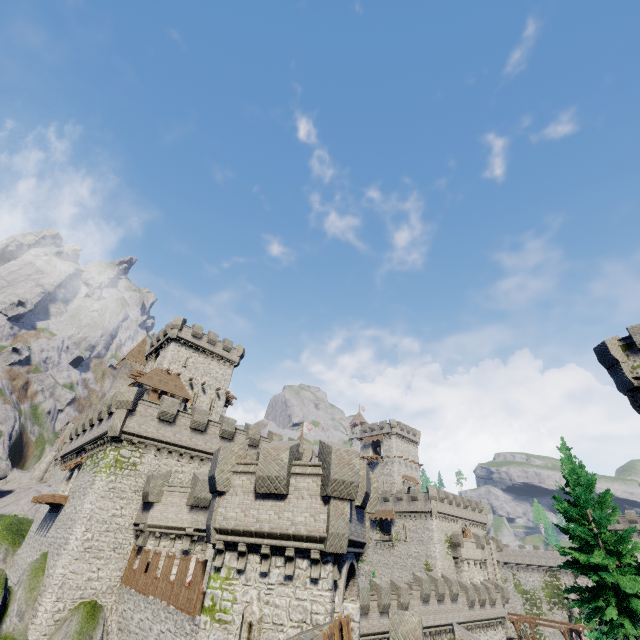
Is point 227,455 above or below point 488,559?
above

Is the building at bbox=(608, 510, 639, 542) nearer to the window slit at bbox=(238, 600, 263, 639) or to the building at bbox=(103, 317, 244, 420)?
the building at bbox=(103, 317, 244, 420)

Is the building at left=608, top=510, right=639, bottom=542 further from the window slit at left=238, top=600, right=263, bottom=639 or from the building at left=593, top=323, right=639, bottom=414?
the window slit at left=238, top=600, right=263, bottom=639

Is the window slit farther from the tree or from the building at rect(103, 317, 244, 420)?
the building at rect(103, 317, 244, 420)

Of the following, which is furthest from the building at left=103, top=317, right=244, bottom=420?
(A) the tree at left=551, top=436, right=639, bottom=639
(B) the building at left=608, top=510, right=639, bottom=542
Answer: (B) the building at left=608, top=510, right=639, bottom=542

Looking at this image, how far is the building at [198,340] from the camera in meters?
40.0

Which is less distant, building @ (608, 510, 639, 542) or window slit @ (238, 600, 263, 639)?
window slit @ (238, 600, 263, 639)

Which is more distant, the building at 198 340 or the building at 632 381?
the building at 198 340
